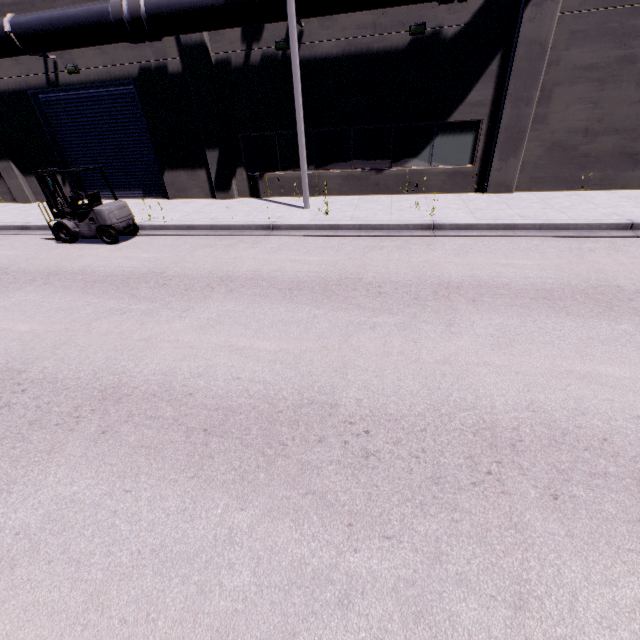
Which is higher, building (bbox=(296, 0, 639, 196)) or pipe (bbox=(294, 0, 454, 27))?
pipe (bbox=(294, 0, 454, 27))

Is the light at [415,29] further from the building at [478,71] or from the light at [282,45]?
the light at [282,45]

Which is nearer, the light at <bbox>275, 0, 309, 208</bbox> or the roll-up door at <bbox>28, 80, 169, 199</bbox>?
the light at <bbox>275, 0, 309, 208</bbox>

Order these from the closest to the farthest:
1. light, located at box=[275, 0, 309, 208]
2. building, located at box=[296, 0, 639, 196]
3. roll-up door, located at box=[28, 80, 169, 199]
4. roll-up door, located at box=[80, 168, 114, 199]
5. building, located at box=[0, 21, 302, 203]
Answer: light, located at box=[275, 0, 309, 208]
building, located at box=[296, 0, 639, 196]
building, located at box=[0, 21, 302, 203]
roll-up door, located at box=[28, 80, 169, 199]
roll-up door, located at box=[80, 168, 114, 199]

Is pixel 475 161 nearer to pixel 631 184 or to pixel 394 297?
pixel 631 184

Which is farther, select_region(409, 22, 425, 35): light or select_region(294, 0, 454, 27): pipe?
select_region(409, 22, 425, 35): light

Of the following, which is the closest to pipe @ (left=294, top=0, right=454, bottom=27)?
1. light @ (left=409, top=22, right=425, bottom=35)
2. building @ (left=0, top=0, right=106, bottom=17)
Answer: building @ (left=0, top=0, right=106, bottom=17)

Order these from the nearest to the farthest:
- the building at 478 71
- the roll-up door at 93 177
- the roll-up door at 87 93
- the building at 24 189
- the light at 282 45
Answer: the light at 282 45 < the building at 478 71 < the building at 24 189 < the roll-up door at 87 93 < the roll-up door at 93 177
